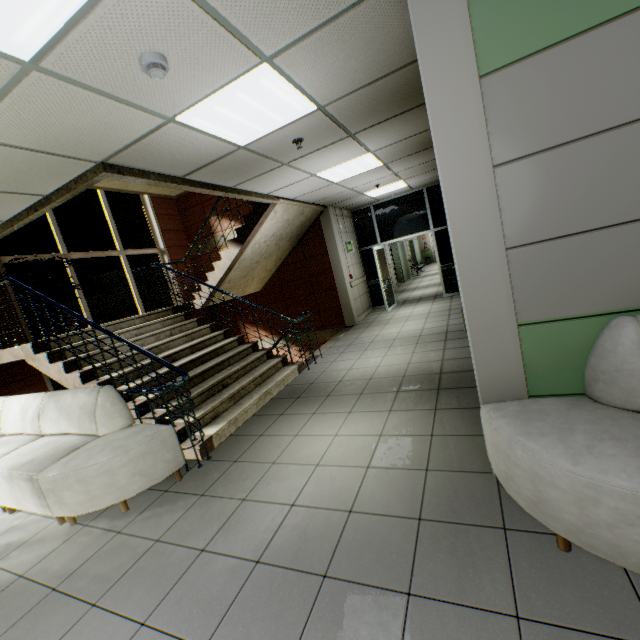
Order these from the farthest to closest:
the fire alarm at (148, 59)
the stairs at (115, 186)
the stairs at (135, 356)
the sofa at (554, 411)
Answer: the stairs at (115, 186) < the stairs at (135, 356) < the fire alarm at (148, 59) < the sofa at (554, 411)

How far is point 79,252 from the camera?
7.7m

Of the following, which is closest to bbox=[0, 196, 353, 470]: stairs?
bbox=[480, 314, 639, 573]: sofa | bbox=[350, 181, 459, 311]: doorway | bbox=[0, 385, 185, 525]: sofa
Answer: bbox=[0, 385, 185, 525]: sofa

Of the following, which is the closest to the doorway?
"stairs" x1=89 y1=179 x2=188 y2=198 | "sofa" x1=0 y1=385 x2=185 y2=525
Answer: "stairs" x1=89 y1=179 x2=188 y2=198

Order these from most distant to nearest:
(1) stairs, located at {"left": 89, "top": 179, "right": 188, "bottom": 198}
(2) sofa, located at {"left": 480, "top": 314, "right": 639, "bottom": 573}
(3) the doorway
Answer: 1. (3) the doorway
2. (1) stairs, located at {"left": 89, "top": 179, "right": 188, "bottom": 198}
3. (2) sofa, located at {"left": 480, "top": 314, "right": 639, "bottom": 573}

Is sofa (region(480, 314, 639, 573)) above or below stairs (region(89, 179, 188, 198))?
below

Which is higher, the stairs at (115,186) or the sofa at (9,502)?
the stairs at (115,186)

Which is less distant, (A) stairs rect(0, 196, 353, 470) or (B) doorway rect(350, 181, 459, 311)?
(A) stairs rect(0, 196, 353, 470)
